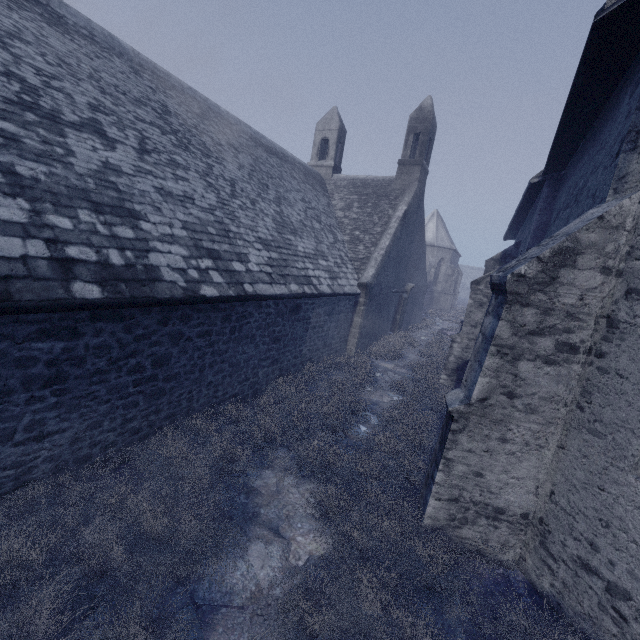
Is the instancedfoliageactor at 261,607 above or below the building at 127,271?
below

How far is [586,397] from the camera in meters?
4.0

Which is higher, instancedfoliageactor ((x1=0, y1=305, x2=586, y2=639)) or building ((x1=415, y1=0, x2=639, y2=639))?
building ((x1=415, y1=0, x2=639, y2=639))

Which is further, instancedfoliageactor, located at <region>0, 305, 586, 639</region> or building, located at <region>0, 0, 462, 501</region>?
building, located at <region>0, 0, 462, 501</region>
